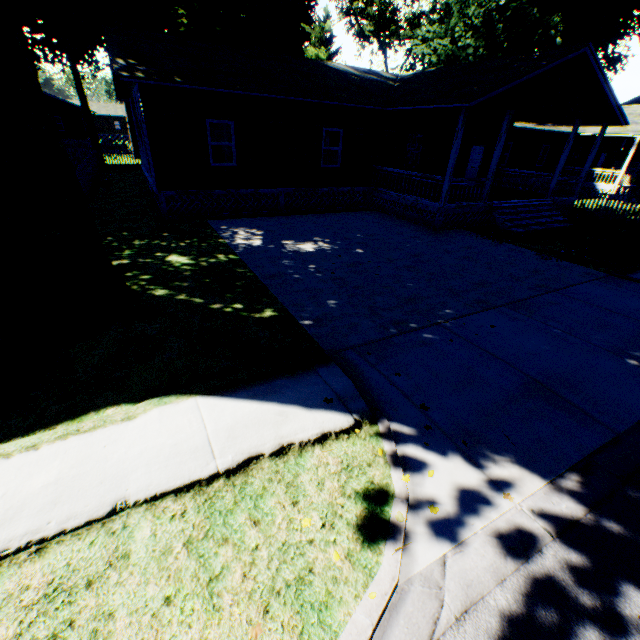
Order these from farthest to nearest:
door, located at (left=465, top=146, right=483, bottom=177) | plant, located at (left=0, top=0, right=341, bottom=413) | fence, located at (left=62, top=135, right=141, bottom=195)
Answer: door, located at (left=465, top=146, right=483, bottom=177) < fence, located at (left=62, top=135, right=141, bottom=195) < plant, located at (left=0, top=0, right=341, bottom=413)

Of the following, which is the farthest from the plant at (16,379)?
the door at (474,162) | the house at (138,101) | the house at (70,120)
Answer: the door at (474,162)

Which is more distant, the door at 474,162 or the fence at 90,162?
the door at 474,162

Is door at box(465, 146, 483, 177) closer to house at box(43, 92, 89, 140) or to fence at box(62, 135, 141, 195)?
fence at box(62, 135, 141, 195)

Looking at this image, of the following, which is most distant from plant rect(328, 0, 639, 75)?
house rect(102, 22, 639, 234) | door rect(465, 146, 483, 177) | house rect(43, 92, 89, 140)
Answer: door rect(465, 146, 483, 177)

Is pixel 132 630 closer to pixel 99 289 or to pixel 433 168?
pixel 99 289

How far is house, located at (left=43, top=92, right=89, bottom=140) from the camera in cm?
3938

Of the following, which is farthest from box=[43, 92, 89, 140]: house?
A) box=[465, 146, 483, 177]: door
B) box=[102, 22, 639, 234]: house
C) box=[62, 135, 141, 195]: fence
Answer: box=[465, 146, 483, 177]: door
